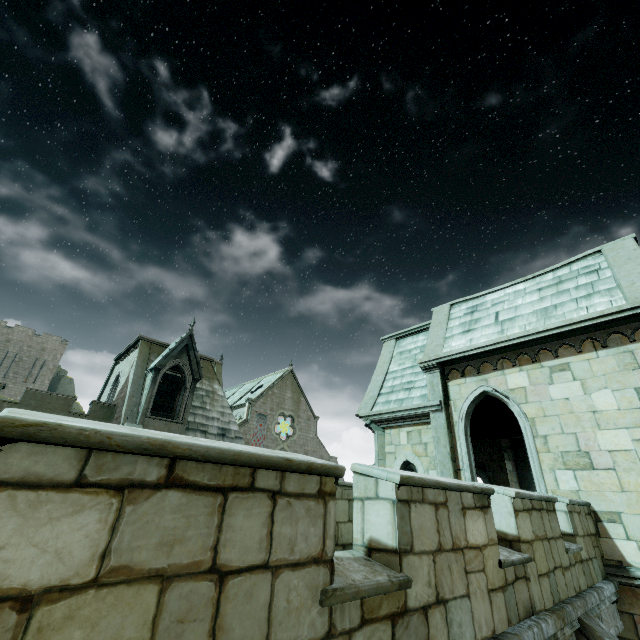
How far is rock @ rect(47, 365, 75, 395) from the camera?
53.0m

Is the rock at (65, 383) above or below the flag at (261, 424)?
above

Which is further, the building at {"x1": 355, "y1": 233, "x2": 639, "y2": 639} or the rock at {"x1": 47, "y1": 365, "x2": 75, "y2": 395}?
the rock at {"x1": 47, "y1": 365, "x2": 75, "y2": 395}

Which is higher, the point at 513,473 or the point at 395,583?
the point at 513,473

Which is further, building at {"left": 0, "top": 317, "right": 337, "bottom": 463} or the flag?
the flag

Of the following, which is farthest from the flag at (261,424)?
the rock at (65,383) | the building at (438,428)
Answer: the rock at (65,383)

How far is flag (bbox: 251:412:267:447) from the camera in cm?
3894
